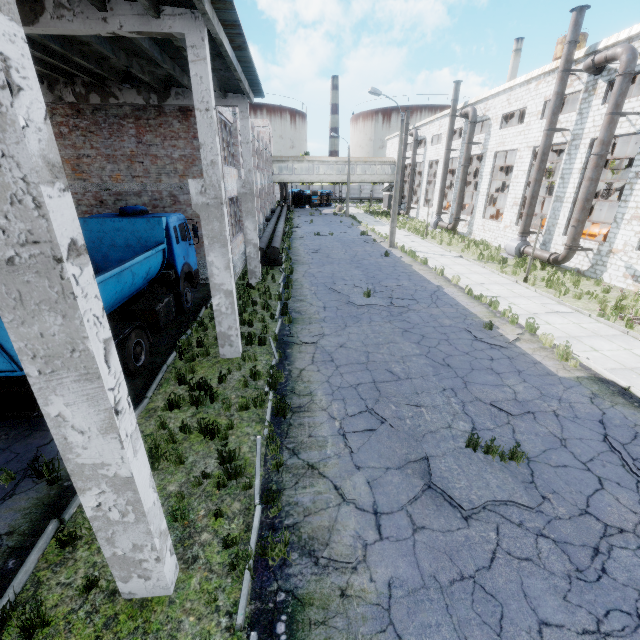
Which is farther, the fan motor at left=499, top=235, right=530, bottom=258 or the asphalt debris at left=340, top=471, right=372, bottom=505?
the fan motor at left=499, top=235, right=530, bottom=258

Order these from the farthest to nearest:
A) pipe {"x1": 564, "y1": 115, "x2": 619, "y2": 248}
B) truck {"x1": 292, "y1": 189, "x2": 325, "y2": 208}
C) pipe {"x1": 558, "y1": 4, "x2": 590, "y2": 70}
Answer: truck {"x1": 292, "y1": 189, "x2": 325, "y2": 208} → pipe {"x1": 558, "y1": 4, "x2": 590, "y2": 70} → pipe {"x1": 564, "y1": 115, "x2": 619, "y2": 248}

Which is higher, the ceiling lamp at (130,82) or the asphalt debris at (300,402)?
the ceiling lamp at (130,82)

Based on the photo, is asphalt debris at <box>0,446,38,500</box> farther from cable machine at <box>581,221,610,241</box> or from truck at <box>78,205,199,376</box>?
cable machine at <box>581,221,610,241</box>

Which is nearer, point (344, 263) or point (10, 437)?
point (10, 437)

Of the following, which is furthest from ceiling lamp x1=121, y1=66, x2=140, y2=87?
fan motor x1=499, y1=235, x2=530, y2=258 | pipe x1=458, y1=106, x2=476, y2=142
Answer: pipe x1=458, y1=106, x2=476, y2=142

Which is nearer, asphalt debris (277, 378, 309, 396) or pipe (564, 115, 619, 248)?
asphalt debris (277, 378, 309, 396)

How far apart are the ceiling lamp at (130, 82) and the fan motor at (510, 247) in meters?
21.8 m
